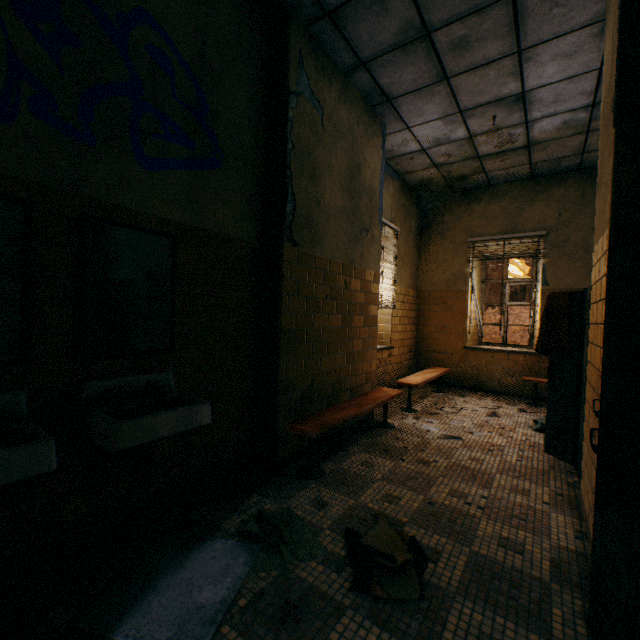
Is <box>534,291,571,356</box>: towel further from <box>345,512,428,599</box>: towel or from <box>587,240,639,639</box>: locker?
<box>345,512,428,599</box>: towel

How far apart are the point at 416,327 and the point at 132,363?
6.00m

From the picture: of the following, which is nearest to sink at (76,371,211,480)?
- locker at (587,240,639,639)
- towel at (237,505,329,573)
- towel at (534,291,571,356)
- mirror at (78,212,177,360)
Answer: mirror at (78,212,177,360)

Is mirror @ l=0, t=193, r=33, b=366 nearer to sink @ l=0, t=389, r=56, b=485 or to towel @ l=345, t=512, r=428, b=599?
sink @ l=0, t=389, r=56, b=485

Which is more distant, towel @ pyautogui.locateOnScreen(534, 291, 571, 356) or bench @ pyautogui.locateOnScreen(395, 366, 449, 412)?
bench @ pyautogui.locateOnScreen(395, 366, 449, 412)

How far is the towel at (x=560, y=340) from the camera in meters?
3.0 m

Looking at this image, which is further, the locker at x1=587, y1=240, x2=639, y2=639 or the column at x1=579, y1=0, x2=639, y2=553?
the column at x1=579, y1=0, x2=639, y2=553

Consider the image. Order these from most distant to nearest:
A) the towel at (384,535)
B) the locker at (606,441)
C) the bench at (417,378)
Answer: the bench at (417,378) < the towel at (384,535) < the locker at (606,441)
